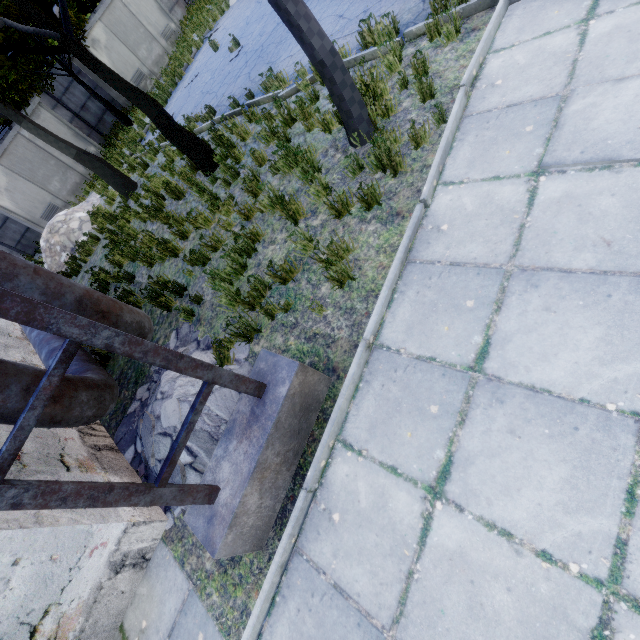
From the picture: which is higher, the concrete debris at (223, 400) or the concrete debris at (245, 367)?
the concrete debris at (223, 400)

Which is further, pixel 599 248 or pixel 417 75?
pixel 417 75

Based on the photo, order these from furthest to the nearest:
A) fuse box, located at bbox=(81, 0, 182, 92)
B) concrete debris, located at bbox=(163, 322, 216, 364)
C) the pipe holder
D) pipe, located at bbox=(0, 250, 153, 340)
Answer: fuse box, located at bbox=(81, 0, 182, 92) < concrete debris, located at bbox=(163, 322, 216, 364) < pipe, located at bbox=(0, 250, 153, 340) < the pipe holder

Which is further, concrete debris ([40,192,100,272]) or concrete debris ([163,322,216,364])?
concrete debris ([40,192,100,272])

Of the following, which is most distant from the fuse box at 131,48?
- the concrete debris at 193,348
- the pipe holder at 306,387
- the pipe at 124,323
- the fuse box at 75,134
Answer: the pipe holder at 306,387

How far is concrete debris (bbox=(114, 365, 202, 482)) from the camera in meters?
3.9
